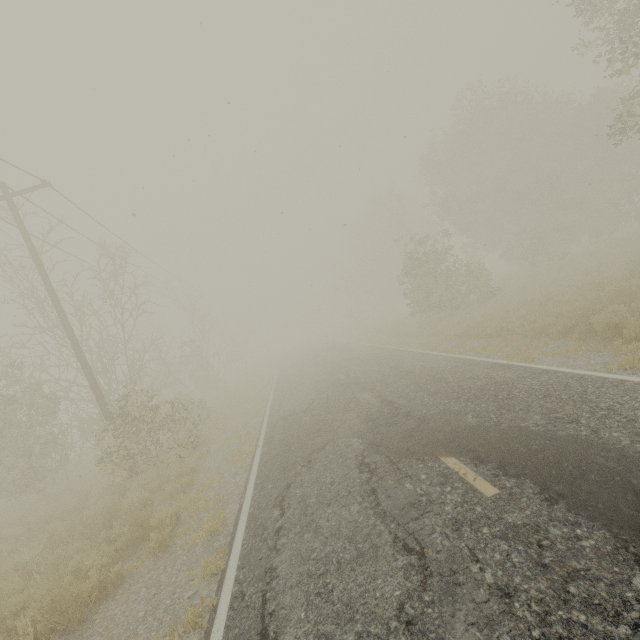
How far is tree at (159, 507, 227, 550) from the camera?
6.03m

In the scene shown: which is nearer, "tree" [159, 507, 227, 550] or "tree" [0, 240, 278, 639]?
"tree" [159, 507, 227, 550]

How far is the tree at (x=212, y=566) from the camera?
4.9 meters

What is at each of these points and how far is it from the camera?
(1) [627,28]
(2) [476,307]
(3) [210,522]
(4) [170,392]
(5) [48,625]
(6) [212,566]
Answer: (1) tree, 11.2m
(2) tree, 19.8m
(3) tree, 6.2m
(4) tree, 29.6m
(5) tree, 5.0m
(6) tree, 5.0m

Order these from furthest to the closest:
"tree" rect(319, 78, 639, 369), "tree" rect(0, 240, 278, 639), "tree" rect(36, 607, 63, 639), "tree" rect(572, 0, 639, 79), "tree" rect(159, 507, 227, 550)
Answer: "tree" rect(319, 78, 639, 369), "tree" rect(572, 0, 639, 79), "tree" rect(0, 240, 278, 639), "tree" rect(159, 507, 227, 550), "tree" rect(36, 607, 63, 639)

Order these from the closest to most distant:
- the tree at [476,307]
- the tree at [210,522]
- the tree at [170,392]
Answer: the tree at [210,522] → the tree at [170,392] → the tree at [476,307]

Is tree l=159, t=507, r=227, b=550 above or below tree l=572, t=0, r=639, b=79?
below
